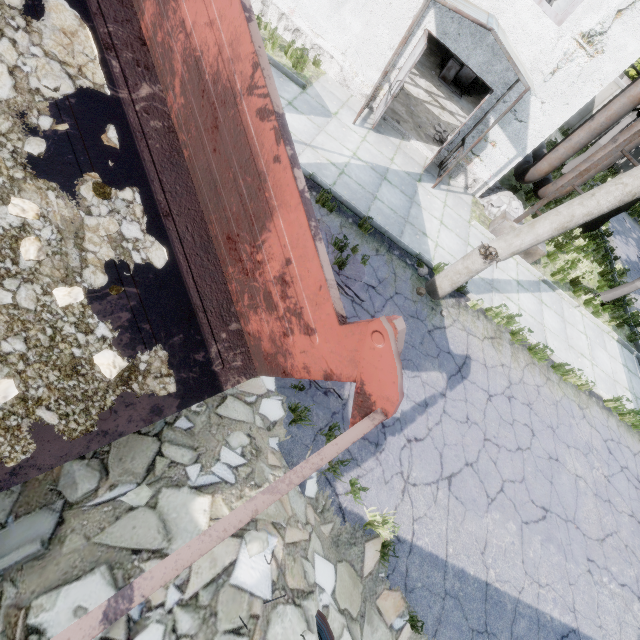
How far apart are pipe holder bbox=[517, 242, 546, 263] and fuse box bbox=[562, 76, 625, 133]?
19.06m

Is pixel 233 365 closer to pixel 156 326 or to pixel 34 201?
pixel 156 326

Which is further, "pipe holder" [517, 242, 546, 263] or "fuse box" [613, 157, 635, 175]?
"fuse box" [613, 157, 635, 175]

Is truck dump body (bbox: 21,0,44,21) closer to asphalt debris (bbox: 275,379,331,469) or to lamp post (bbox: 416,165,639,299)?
asphalt debris (bbox: 275,379,331,469)

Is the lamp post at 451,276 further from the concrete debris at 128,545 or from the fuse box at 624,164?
the fuse box at 624,164

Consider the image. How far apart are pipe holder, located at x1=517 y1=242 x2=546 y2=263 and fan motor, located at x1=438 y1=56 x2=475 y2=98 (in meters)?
7.89

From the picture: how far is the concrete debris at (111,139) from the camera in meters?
2.5

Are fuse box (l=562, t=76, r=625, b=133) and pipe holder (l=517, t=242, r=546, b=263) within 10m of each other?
no
